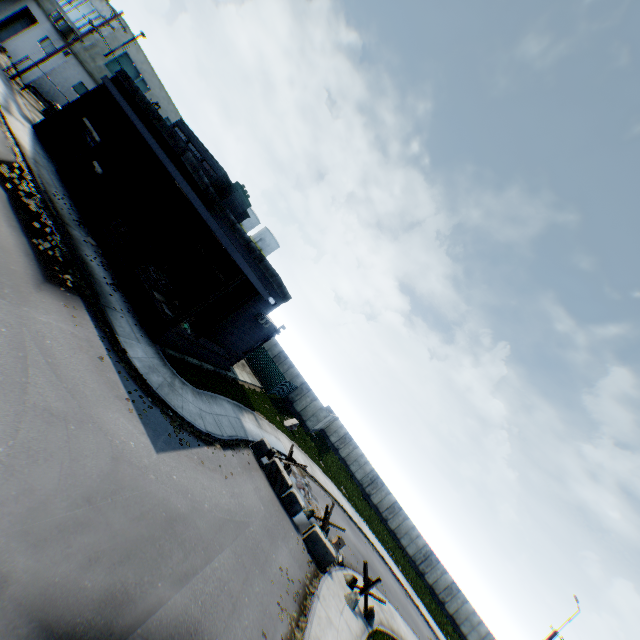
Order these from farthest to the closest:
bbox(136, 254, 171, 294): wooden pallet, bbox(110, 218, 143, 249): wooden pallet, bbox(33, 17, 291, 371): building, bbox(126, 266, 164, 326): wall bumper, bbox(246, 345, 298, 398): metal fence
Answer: bbox(246, 345, 298, 398): metal fence
bbox(110, 218, 143, 249): wooden pallet
bbox(33, 17, 291, 371): building
bbox(136, 254, 171, 294): wooden pallet
bbox(126, 266, 164, 326): wall bumper

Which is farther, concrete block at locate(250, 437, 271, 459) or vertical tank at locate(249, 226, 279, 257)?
vertical tank at locate(249, 226, 279, 257)

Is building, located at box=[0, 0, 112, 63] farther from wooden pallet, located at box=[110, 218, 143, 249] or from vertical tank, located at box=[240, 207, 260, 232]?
wooden pallet, located at box=[110, 218, 143, 249]

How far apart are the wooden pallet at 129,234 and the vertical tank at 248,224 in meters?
35.9

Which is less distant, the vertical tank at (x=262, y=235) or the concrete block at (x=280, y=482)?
the concrete block at (x=280, y=482)

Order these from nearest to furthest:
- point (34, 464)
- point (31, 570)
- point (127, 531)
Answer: point (31, 570), point (34, 464), point (127, 531)

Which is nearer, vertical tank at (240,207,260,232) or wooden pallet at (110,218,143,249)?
wooden pallet at (110,218,143,249)

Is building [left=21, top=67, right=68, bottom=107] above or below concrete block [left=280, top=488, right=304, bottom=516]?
above
